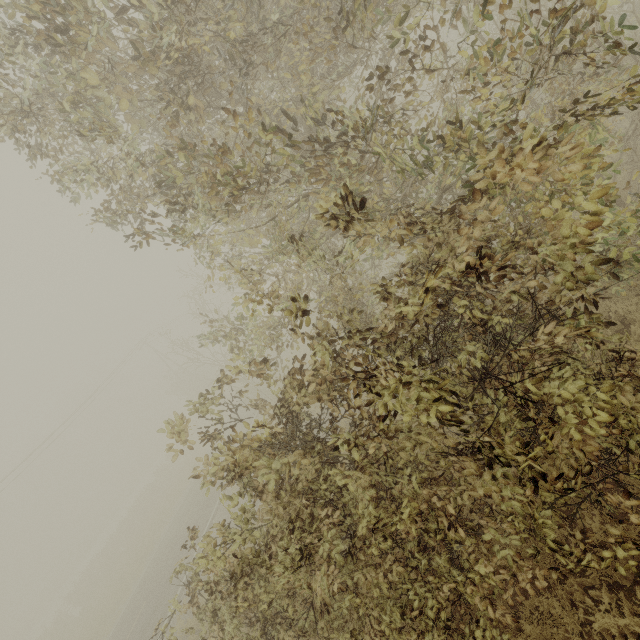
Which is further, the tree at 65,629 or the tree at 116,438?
the tree at 116,438

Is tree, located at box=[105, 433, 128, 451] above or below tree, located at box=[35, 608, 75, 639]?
above

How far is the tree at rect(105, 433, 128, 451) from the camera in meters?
57.2 m

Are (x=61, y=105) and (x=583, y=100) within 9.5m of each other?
no

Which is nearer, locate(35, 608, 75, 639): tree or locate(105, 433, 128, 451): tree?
locate(35, 608, 75, 639): tree

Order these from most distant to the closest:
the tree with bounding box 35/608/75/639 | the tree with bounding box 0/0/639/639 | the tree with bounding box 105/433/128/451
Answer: the tree with bounding box 105/433/128/451, the tree with bounding box 35/608/75/639, the tree with bounding box 0/0/639/639

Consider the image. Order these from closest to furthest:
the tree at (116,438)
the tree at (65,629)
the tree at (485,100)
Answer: the tree at (485,100) < the tree at (65,629) < the tree at (116,438)
